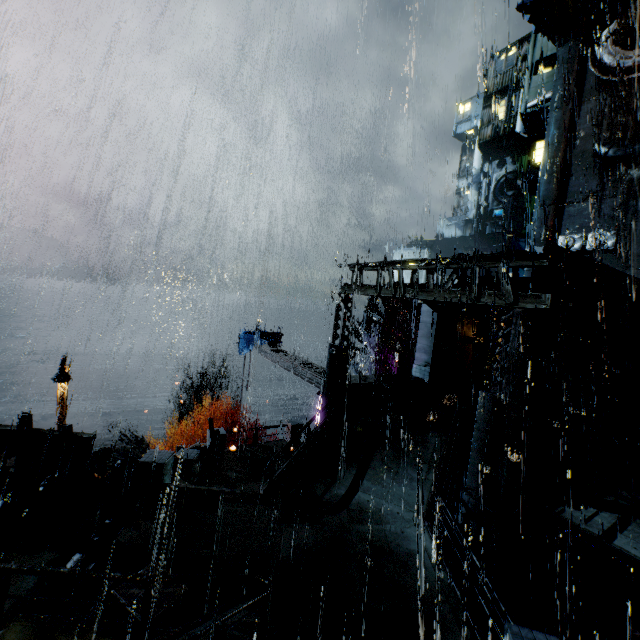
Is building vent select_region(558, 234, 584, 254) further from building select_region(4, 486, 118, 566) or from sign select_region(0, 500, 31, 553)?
sign select_region(0, 500, 31, 553)

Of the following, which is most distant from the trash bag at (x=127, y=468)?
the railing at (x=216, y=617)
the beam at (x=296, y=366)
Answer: Result: the beam at (x=296, y=366)

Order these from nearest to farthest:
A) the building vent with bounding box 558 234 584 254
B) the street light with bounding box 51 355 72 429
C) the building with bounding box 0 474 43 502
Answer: the building with bounding box 0 474 43 502 < the street light with bounding box 51 355 72 429 < the building vent with bounding box 558 234 584 254

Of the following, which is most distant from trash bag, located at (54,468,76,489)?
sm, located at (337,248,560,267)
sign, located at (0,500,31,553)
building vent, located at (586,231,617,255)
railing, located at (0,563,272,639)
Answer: building vent, located at (586,231,617,255)

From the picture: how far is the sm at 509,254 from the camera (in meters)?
10.93

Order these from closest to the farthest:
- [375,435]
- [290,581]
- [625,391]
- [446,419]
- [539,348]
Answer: [290,581] → [375,435] → [539,348] → [446,419] → [625,391]

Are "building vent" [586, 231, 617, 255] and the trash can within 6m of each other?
no

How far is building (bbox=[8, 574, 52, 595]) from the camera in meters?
6.8
